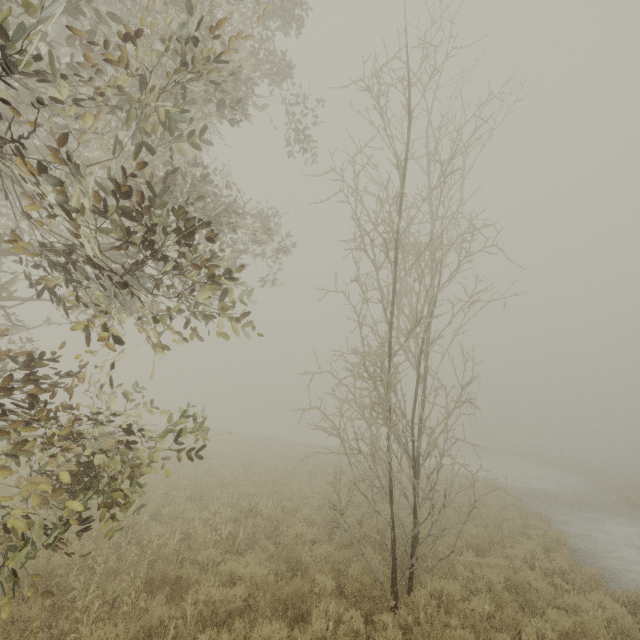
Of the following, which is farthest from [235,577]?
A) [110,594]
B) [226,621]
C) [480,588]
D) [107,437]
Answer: [480,588]

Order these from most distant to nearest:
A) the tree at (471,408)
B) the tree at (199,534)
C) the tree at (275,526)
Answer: the tree at (275,526) → the tree at (199,534) → the tree at (471,408)

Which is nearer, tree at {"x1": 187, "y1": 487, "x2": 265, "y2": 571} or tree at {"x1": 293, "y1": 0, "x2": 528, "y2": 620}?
tree at {"x1": 293, "y1": 0, "x2": 528, "y2": 620}

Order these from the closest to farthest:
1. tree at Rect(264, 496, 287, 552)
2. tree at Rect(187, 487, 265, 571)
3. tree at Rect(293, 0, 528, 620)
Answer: tree at Rect(293, 0, 528, 620) → tree at Rect(187, 487, 265, 571) → tree at Rect(264, 496, 287, 552)

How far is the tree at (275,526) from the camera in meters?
8.6 m

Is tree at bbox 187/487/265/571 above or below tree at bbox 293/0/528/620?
below
